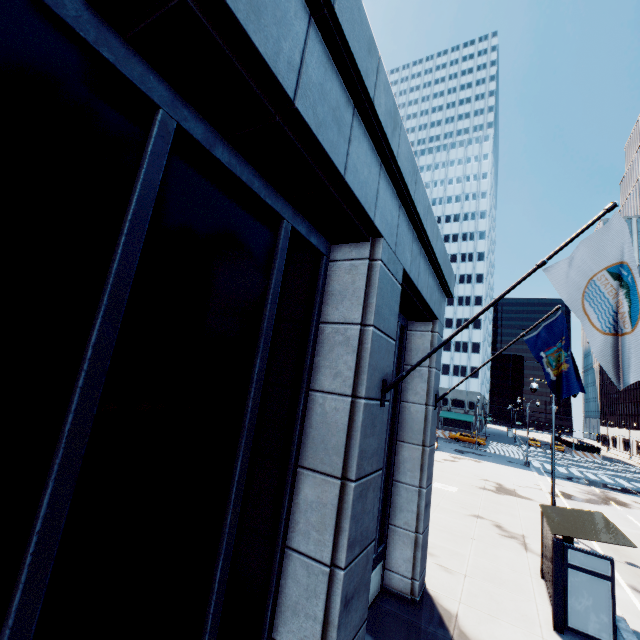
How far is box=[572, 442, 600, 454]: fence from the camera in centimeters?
5711cm

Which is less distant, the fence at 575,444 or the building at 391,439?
the building at 391,439

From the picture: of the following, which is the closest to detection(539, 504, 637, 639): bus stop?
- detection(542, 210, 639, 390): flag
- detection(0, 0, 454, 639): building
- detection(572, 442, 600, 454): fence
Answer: detection(0, 0, 454, 639): building

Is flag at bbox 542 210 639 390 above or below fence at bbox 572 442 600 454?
above

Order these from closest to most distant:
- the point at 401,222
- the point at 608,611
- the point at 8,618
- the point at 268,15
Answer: the point at 8,618, the point at 268,15, the point at 401,222, the point at 608,611

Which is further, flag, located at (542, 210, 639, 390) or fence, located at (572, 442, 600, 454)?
fence, located at (572, 442, 600, 454)

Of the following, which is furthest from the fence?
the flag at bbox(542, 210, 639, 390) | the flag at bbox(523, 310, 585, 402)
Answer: the flag at bbox(542, 210, 639, 390)

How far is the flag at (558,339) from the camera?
8.5m
